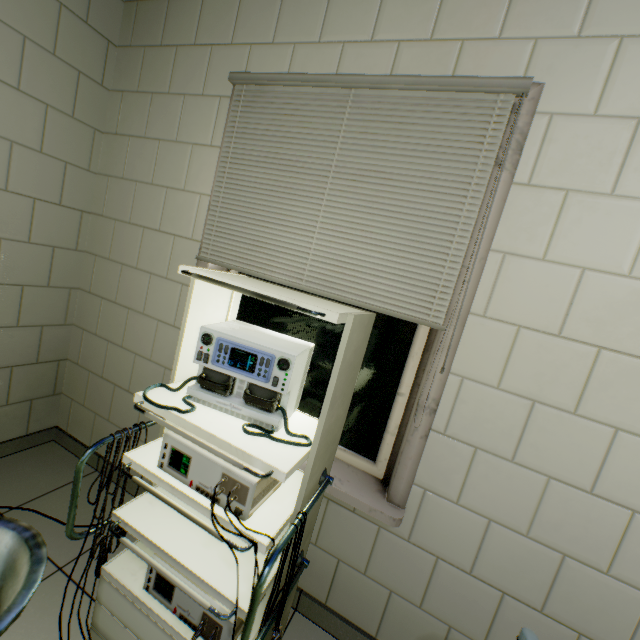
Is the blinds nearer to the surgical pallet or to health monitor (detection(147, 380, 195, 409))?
health monitor (detection(147, 380, 195, 409))

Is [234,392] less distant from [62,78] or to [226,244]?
[226,244]

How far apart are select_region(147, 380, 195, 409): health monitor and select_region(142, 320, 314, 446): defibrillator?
0.0 meters

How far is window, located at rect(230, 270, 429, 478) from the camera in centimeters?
146cm

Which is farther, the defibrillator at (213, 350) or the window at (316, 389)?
the window at (316, 389)

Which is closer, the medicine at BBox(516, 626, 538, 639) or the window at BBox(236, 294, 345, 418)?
the medicine at BBox(516, 626, 538, 639)

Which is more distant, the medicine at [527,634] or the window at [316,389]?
the window at [316,389]

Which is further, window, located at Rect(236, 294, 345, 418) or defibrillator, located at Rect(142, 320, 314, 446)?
window, located at Rect(236, 294, 345, 418)
